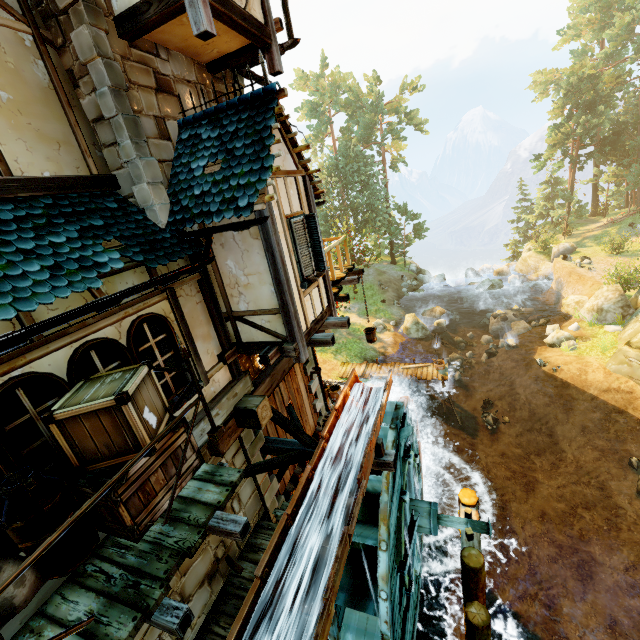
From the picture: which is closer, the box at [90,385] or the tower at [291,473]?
the box at [90,385]

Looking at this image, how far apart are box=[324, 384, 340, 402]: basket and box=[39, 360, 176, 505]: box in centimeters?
1064cm

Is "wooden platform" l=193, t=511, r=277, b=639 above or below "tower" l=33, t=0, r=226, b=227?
below

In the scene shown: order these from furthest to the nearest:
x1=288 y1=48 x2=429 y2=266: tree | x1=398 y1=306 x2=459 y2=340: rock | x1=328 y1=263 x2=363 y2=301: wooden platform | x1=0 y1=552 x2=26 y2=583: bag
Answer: x1=288 y1=48 x2=429 y2=266: tree < x1=398 y1=306 x2=459 y2=340: rock < x1=328 y1=263 x2=363 y2=301: wooden platform < x1=0 y1=552 x2=26 y2=583: bag

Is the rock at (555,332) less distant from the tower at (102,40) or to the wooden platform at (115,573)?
the tower at (102,40)

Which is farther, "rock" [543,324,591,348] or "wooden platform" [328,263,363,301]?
"rock" [543,324,591,348]

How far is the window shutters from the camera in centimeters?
605cm

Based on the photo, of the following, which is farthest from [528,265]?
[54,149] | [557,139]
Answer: [54,149]
